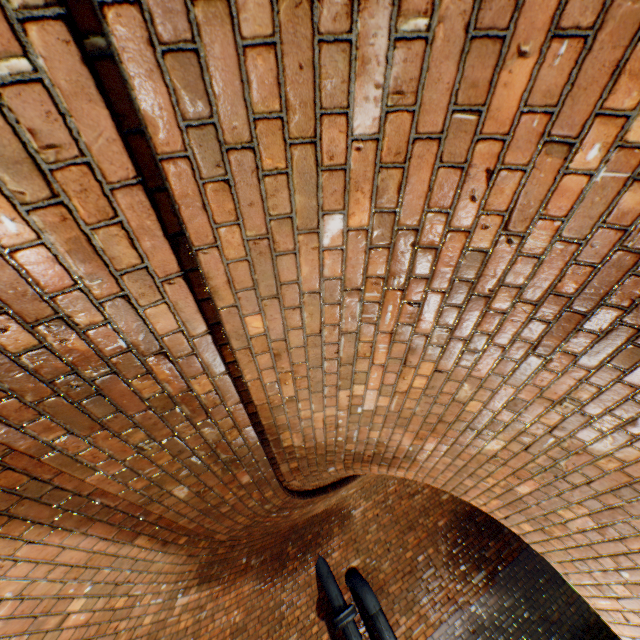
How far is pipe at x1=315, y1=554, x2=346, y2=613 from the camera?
5.4m

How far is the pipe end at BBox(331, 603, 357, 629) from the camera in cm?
515

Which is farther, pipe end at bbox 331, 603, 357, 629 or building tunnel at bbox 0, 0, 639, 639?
pipe end at bbox 331, 603, 357, 629

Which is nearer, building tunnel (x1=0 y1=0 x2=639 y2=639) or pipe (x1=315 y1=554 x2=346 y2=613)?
building tunnel (x1=0 y1=0 x2=639 y2=639)

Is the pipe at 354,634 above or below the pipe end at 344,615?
below

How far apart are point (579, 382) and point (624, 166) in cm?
107

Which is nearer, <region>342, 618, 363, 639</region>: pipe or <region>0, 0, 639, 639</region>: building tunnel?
<region>0, 0, 639, 639</region>: building tunnel

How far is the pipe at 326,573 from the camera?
5.37m
